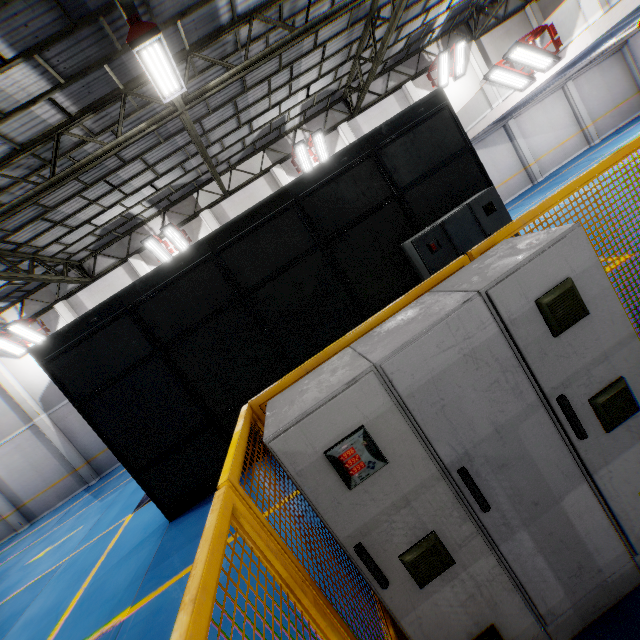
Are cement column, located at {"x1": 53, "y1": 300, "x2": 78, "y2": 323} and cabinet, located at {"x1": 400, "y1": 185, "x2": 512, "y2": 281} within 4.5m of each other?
no

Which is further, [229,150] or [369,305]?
[229,150]

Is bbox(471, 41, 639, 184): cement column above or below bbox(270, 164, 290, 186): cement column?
below

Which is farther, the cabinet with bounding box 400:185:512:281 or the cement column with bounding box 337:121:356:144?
the cement column with bounding box 337:121:356:144

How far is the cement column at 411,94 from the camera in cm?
1619

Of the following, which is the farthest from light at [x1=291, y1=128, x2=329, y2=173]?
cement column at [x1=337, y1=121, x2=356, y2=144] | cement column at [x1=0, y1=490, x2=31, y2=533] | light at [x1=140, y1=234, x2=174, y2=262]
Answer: cement column at [x1=0, y1=490, x2=31, y2=533]

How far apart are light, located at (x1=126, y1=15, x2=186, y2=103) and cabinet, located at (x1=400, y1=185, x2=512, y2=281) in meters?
5.8 m

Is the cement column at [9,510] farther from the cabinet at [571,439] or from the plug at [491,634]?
the plug at [491,634]
